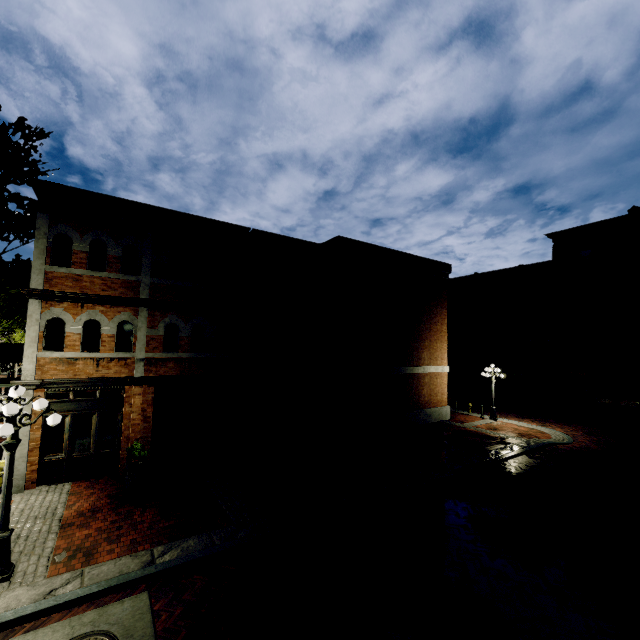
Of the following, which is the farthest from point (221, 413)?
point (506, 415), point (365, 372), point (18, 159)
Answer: point (506, 415)

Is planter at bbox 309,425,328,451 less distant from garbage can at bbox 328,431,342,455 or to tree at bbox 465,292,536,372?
garbage can at bbox 328,431,342,455

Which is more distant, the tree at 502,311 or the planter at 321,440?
the tree at 502,311

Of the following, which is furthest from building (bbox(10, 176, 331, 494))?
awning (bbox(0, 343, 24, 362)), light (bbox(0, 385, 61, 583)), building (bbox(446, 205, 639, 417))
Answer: light (bbox(0, 385, 61, 583))

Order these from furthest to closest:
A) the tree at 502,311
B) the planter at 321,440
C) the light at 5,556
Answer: the tree at 502,311
the planter at 321,440
the light at 5,556

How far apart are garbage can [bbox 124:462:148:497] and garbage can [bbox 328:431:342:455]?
6.8m

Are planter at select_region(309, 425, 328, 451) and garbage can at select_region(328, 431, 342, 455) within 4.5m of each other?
yes

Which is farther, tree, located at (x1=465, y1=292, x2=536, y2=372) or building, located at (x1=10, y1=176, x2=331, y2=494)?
tree, located at (x1=465, y1=292, x2=536, y2=372)
